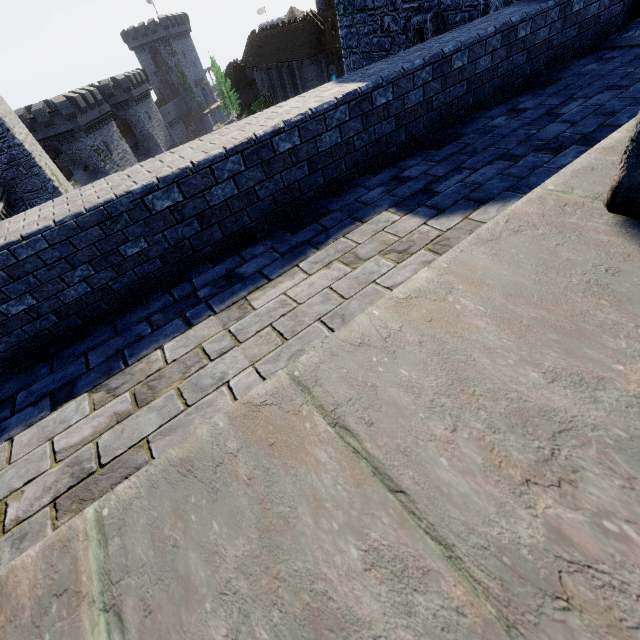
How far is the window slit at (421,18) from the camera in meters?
8.5 m

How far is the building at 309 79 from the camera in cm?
3738

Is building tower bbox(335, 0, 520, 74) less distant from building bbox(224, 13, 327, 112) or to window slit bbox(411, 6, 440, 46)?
window slit bbox(411, 6, 440, 46)

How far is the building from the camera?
37.4m

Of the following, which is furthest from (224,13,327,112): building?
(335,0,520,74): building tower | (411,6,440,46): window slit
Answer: (411,6,440,46): window slit

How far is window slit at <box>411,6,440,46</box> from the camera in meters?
8.5

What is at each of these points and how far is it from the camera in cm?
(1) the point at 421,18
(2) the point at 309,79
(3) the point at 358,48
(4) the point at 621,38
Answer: (1) window slit, 866
(2) building, 3906
(3) building tower, 1106
(4) building tower, 613
